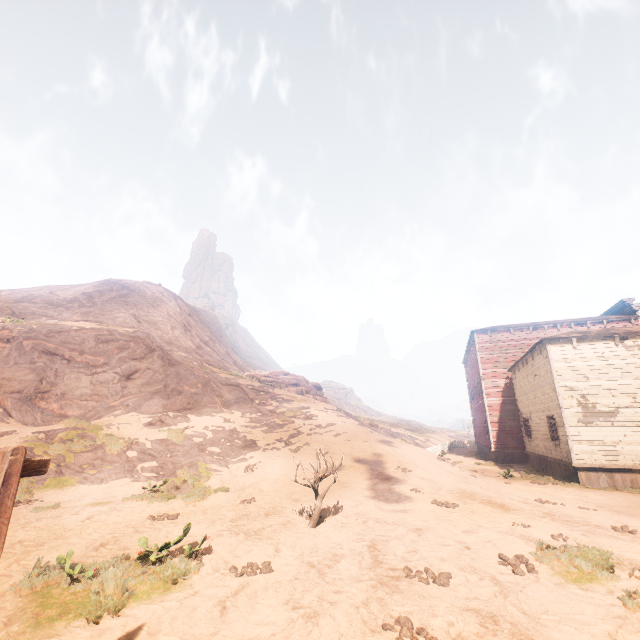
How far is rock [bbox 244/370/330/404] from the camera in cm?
3183

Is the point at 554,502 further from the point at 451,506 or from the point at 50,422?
the point at 50,422

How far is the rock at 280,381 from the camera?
31.8m

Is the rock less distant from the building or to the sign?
the building

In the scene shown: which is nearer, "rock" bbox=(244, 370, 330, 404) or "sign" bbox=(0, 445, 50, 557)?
"sign" bbox=(0, 445, 50, 557)

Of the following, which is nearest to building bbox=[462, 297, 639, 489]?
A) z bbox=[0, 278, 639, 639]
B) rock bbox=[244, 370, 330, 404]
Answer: z bbox=[0, 278, 639, 639]

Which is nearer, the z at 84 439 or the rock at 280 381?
the z at 84 439
